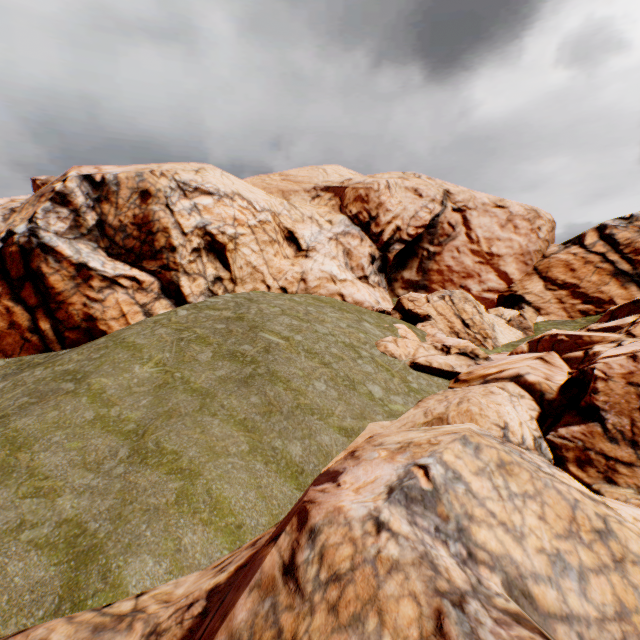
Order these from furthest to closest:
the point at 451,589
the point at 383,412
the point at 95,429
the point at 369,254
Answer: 1. the point at 369,254
2. the point at 383,412
3. the point at 95,429
4. the point at 451,589
